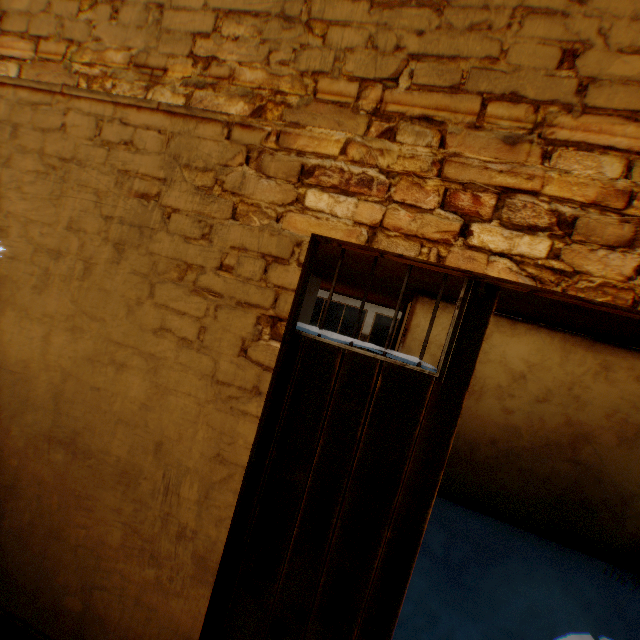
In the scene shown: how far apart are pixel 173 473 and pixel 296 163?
1.8 meters
